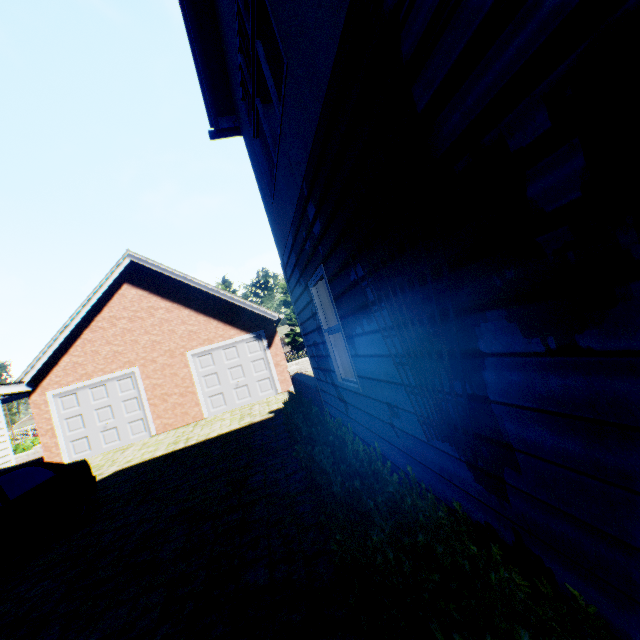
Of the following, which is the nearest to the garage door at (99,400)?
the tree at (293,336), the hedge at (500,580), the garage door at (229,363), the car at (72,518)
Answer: the garage door at (229,363)

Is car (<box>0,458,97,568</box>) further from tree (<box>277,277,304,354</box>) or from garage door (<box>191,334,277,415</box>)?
tree (<box>277,277,304,354</box>)

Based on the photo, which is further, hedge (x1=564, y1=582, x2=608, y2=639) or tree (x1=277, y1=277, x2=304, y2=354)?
tree (x1=277, y1=277, x2=304, y2=354)

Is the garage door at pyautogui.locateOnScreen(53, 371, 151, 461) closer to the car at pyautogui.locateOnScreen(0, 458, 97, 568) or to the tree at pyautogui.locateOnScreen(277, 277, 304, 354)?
the car at pyautogui.locateOnScreen(0, 458, 97, 568)

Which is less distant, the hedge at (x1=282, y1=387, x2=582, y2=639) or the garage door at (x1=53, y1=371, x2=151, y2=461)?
the hedge at (x1=282, y1=387, x2=582, y2=639)

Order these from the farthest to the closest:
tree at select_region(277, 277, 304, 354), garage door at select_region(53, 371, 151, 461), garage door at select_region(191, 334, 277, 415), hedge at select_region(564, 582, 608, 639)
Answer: tree at select_region(277, 277, 304, 354) → garage door at select_region(191, 334, 277, 415) → garage door at select_region(53, 371, 151, 461) → hedge at select_region(564, 582, 608, 639)

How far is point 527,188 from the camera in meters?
1.1 m
